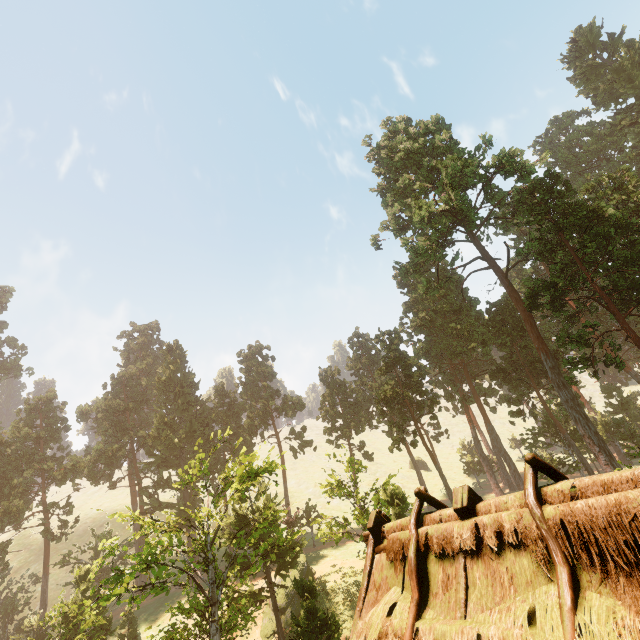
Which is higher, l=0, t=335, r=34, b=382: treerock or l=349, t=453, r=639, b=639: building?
l=0, t=335, r=34, b=382: treerock

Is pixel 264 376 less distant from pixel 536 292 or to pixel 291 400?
pixel 291 400

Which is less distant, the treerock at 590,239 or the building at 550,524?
the building at 550,524

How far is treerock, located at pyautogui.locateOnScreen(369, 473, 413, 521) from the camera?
21.62m

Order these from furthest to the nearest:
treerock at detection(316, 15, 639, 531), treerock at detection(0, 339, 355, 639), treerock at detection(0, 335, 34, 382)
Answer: treerock at detection(0, 335, 34, 382)
treerock at detection(316, 15, 639, 531)
treerock at detection(0, 339, 355, 639)

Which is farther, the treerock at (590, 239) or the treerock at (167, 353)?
the treerock at (590, 239)

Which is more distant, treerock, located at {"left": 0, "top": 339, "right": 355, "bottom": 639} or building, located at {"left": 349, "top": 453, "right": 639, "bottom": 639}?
treerock, located at {"left": 0, "top": 339, "right": 355, "bottom": 639}
